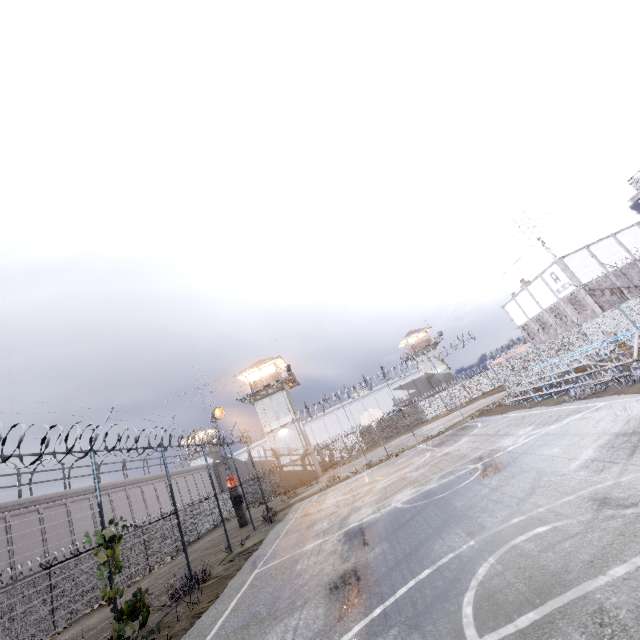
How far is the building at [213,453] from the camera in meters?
54.6 m

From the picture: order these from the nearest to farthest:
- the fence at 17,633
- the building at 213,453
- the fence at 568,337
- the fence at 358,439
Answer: the fence at 17,633 < the fence at 568,337 < the fence at 358,439 < the building at 213,453

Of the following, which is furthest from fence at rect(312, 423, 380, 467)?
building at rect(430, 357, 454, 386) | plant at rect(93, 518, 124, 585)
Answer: building at rect(430, 357, 454, 386)

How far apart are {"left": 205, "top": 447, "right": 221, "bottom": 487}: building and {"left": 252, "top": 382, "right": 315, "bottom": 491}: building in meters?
23.6 m

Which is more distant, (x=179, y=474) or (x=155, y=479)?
(x=179, y=474)

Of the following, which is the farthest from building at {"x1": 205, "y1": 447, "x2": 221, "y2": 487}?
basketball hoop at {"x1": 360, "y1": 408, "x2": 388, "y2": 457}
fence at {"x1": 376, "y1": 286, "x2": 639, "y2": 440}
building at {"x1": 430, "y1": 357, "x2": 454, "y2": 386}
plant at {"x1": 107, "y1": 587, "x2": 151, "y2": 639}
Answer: plant at {"x1": 107, "y1": 587, "x2": 151, "y2": 639}

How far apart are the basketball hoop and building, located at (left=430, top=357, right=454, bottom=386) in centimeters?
3542cm

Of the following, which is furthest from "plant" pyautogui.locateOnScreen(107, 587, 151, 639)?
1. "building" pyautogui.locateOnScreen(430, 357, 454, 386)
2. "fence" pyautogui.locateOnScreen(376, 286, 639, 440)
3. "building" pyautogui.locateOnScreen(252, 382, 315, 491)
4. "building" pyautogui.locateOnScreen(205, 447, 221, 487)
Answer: "building" pyautogui.locateOnScreen(430, 357, 454, 386)
